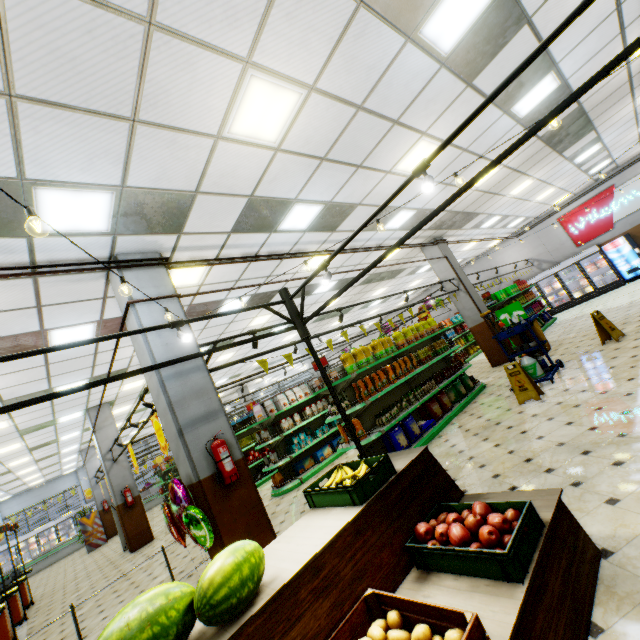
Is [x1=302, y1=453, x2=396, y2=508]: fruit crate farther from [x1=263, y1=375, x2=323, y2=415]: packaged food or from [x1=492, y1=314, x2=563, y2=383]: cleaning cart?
[x1=263, y1=375, x2=323, y2=415]: packaged food

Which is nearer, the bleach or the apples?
the apples

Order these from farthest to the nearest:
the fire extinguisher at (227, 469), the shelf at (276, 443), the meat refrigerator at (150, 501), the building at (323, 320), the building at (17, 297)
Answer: the meat refrigerator at (150, 501) < the building at (323, 320) < the shelf at (276, 443) < the building at (17, 297) < the fire extinguisher at (227, 469)

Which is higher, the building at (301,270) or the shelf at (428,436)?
the building at (301,270)

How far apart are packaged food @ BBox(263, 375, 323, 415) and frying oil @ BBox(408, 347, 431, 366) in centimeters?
359cm

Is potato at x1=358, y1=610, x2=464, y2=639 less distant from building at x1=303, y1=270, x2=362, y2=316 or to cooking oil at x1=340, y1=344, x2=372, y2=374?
building at x1=303, y1=270, x2=362, y2=316

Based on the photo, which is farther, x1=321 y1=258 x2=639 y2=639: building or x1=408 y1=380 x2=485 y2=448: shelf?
x1=408 y1=380 x2=485 y2=448: shelf

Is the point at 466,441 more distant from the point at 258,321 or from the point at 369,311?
the point at 369,311
